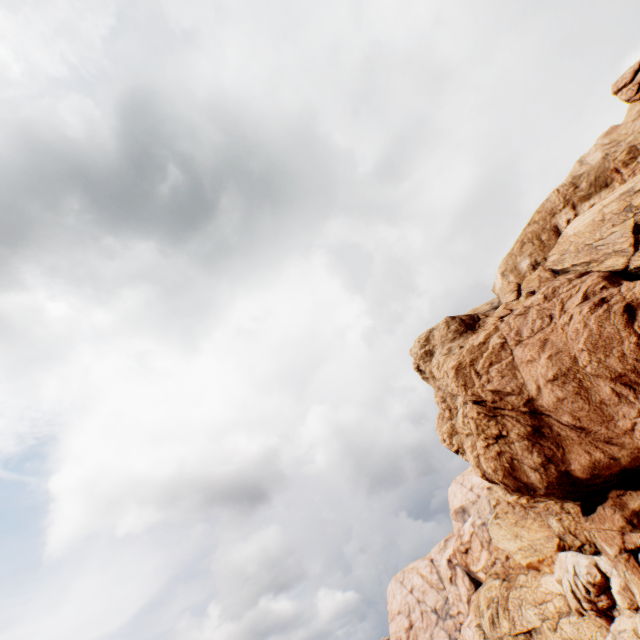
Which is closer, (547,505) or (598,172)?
(598,172)
